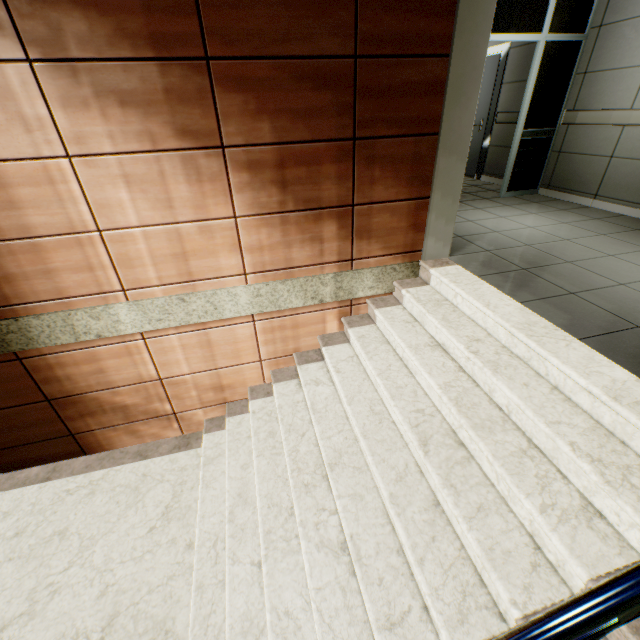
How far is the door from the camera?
5.9m

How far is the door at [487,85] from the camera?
5.92m

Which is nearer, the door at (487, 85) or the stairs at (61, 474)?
the stairs at (61, 474)

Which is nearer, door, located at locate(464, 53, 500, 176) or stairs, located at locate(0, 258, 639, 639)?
stairs, located at locate(0, 258, 639, 639)

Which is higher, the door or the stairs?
the door

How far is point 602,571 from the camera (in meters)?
1.32
